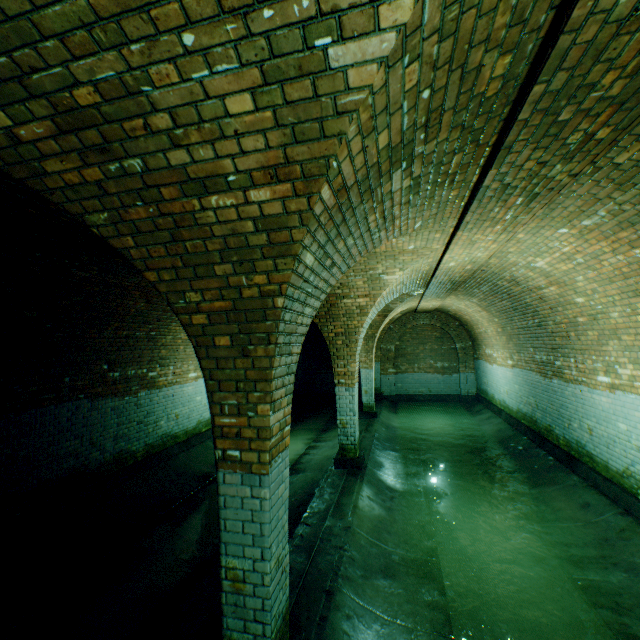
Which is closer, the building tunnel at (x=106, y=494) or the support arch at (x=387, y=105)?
the support arch at (x=387, y=105)

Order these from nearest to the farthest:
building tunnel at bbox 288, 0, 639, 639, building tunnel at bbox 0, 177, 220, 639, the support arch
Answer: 1. the support arch
2. building tunnel at bbox 288, 0, 639, 639
3. building tunnel at bbox 0, 177, 220, 639

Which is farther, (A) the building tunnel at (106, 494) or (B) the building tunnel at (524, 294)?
(A) the building tunnel at (106, 494)

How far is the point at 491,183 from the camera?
3.01m

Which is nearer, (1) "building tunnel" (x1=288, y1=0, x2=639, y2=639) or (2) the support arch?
(2) the support arch

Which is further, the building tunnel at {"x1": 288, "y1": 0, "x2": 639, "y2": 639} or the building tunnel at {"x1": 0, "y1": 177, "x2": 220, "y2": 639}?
the building tunnel at {"x1": 0, "y1": 177, "x2": 220, "y2": 639}
